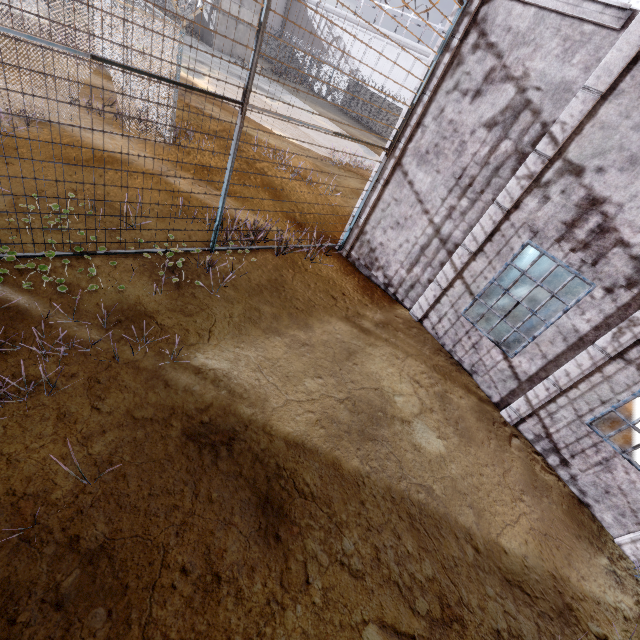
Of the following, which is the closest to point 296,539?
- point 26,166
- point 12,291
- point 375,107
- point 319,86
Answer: point 12,291

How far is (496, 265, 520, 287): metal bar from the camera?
8.80m

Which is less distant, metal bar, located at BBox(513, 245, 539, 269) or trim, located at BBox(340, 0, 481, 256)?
trim, located at BBox(340, 0, 481, 256)

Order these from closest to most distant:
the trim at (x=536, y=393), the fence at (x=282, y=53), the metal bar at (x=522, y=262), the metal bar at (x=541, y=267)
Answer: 1. the fence at (x=282, y=53)
2. the trim at (x=536, y=393)
3. the metal bar at (x=522, y=262)
4. the metal bar at (x=541, y=267)

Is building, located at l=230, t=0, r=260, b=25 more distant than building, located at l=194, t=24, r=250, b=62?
No

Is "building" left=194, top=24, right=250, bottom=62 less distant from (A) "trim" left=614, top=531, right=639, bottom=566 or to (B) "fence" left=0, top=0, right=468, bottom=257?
(B) "fence" left=0, top=0, right=468, bottom=257

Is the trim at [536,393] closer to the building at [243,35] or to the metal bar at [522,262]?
the metal bar at [522,262]
